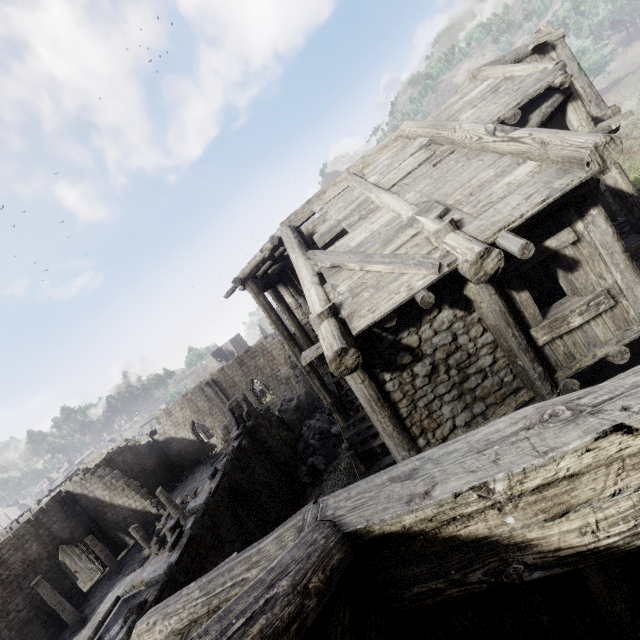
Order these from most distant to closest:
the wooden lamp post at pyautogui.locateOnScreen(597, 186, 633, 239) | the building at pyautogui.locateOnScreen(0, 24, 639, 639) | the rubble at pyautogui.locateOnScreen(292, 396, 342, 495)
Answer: the rubble at pyautogui.locateOnScreen(292, 396, 342, 495), the wooden lamp post at pyautogui.locateOnScreen(597, 186, 633, 239), the building at pyautogui.locateOnScreen(0, 24, 639, 639)

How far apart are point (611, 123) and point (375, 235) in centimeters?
539cm

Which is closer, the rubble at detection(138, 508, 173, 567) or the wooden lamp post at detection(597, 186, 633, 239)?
the wooden lamp post at detection(597, 186, 633, 239)

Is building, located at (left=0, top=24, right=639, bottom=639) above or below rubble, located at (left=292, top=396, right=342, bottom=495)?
above

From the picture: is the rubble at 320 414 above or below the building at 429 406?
below

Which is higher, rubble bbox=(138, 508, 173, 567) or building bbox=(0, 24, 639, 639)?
building bbox=(0, 24, 639, 639)

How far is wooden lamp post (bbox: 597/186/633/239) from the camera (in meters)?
13.64

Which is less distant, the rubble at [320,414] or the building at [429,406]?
the building at [429,406]
